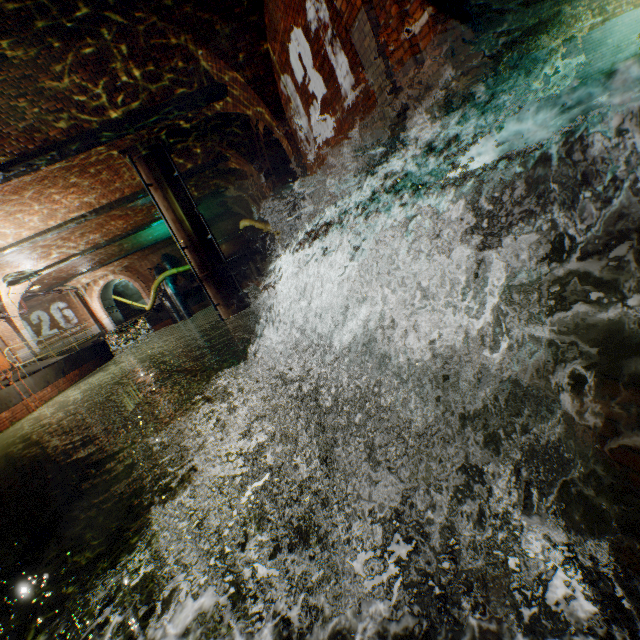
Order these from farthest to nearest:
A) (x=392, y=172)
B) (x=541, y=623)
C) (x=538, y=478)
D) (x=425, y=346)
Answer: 1. (x=392, y=172)
2. (x=541, y=623)
3. (x=425, y=346)
4. (x=538, y=478)

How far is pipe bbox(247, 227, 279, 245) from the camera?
17.0 meters

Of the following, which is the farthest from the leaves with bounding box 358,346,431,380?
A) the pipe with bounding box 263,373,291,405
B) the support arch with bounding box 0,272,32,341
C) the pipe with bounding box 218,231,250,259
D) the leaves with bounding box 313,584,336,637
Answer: the support arch with bounding box 0,272,32,341

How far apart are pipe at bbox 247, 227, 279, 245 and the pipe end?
6.0m

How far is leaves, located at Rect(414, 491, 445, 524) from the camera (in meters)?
1.30

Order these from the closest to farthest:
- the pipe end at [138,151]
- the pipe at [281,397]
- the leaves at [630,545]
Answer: the leaves at [630,545] < the pipe end at [138,151] < the pipe at [281,397]

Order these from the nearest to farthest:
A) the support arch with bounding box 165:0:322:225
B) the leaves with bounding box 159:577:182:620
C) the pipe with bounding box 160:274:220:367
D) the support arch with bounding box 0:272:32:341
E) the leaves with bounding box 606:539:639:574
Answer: the leaves with bounding box 606:539:639:574 → the leaves with bounding box 159:577:182:620 → the support arch with bounding box 165:0:322:225 → the support arch with bounding box 0:272:32:341 → the pipe with bounding box 160:274:220:367

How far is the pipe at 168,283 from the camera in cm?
2205
